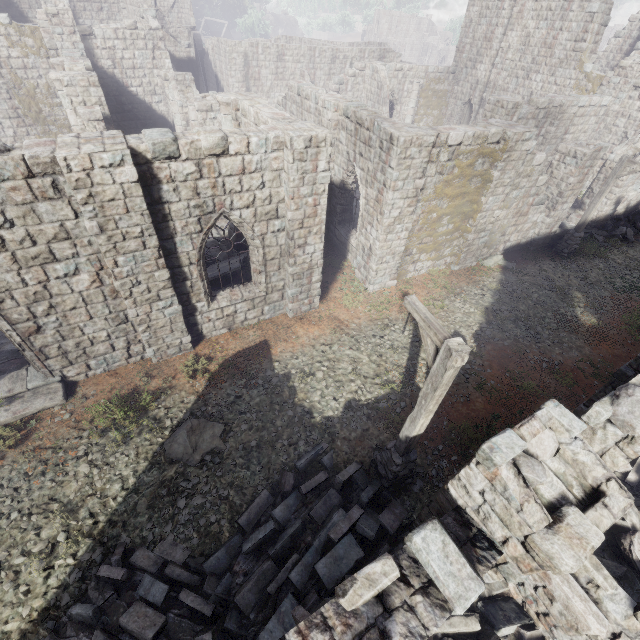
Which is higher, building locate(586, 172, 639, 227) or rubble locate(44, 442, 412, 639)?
building locate(586, 172, 639, 227)

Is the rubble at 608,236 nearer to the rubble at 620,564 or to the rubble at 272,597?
the rubble at 620,564

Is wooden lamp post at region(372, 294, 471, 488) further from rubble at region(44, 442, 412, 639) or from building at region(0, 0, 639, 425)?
building at region(0, 0, 639, 425)

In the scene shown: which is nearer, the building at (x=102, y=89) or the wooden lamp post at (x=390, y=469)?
the wooden lamp post at (x=390, y=469)

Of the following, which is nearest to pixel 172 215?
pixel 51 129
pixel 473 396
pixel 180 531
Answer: pixel 180 531

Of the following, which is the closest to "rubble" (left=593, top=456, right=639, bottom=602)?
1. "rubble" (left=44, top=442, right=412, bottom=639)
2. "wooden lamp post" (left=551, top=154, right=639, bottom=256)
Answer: "rubble" (left=44, top=442, right=412, bottom=639)

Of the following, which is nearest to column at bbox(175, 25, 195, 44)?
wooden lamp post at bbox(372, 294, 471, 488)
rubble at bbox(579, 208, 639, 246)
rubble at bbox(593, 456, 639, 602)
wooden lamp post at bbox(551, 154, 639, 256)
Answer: rubble at bbox(579, 208, 639, 246)

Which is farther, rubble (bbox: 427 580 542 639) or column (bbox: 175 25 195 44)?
column (bbox: 175 25 195 44)
